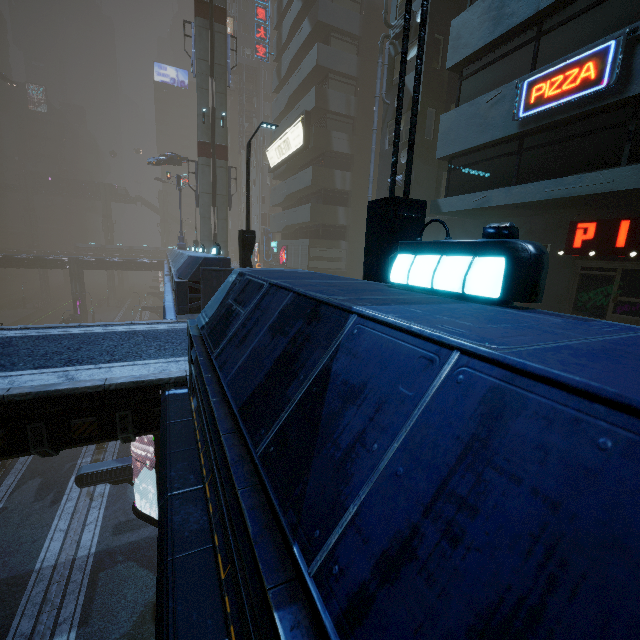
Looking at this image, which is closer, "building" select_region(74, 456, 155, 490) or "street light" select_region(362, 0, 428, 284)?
"street light" select_region(362, 0, 428, 284)

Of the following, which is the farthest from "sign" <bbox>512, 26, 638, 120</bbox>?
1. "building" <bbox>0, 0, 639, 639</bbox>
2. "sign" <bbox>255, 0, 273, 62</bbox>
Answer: "sign" <bbox>255, 0, 273, 62</bbox>

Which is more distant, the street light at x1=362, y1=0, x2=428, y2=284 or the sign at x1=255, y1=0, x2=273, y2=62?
the sign at x1=255, y1=0, x2=273, y2=62

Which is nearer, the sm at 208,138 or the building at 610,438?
the building at 610,438

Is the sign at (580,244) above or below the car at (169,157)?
below

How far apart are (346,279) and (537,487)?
3.1m

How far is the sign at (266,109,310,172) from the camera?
26.8m

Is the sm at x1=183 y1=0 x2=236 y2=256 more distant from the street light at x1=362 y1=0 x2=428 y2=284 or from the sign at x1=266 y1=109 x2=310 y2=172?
the street light at x1=362 y1=0 x2=428 y2=284
